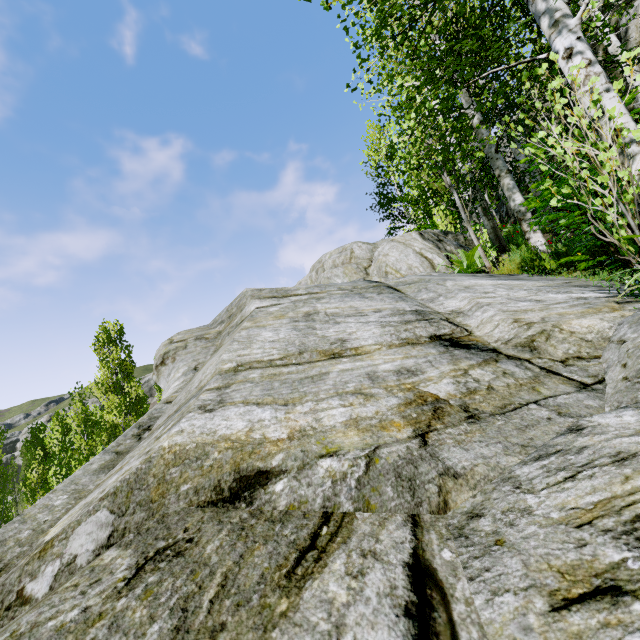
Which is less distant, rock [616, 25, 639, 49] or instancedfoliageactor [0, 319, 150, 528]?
rock [616, 25, 639, 49]

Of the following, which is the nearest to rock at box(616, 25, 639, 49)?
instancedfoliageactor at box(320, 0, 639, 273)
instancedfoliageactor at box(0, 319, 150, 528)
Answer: instancedfoliageactor at box(0, 319, 150, 528)

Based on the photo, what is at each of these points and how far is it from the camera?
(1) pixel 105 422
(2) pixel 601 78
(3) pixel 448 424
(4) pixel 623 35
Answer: (1) instancedfoliageactor, 21.2m
(2) instancedfoliageactor, 3.1m
(3) rock, 1.4m
(4) rock, 8.1m

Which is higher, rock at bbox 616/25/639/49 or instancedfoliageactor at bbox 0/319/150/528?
rock at bbox 616/25/639/49

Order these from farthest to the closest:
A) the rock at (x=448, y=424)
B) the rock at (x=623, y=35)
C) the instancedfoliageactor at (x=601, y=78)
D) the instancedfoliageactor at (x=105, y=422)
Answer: the instancedfoliageactor at (x=105, y=422) < the rock at (x=623, y=35) < the instancedfoliageactor at (x=601, y=78) < the rock at (x=448, y=424)

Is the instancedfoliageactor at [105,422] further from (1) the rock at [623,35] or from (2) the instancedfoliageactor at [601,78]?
(2) the instancedfoliageactor at [601,78]

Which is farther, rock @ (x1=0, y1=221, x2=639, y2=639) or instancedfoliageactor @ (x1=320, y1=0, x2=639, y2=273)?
instancedfoliageactor @ (x1=320, y1=0, x2=639, y2=273)
